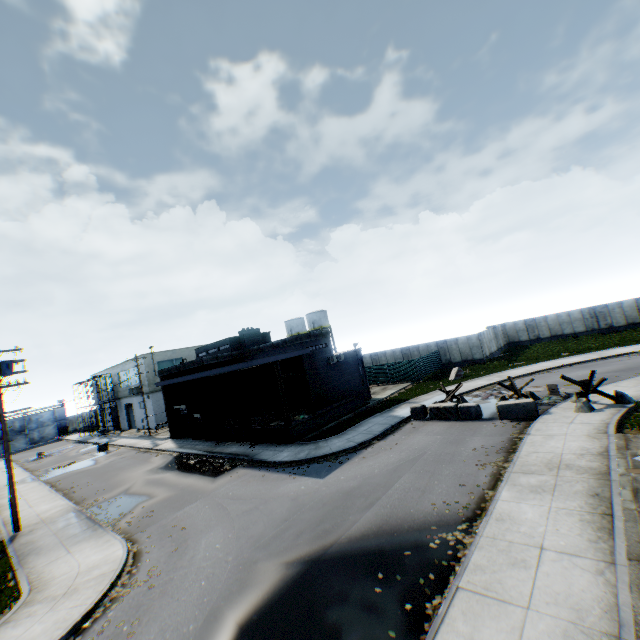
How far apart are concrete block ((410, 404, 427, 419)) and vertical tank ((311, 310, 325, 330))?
37.26m

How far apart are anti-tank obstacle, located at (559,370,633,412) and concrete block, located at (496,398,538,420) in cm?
173

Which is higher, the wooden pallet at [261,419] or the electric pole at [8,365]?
the electric pole at [8,365]

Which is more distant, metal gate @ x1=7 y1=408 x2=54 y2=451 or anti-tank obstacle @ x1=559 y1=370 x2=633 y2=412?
metal gate @ x1=7 y1=408 x2=54 y2=451

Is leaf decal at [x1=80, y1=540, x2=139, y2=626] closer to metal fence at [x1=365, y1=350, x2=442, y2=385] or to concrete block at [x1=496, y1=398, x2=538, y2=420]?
metal fence at [x1=365, y1=350, x2=442, y2=385]

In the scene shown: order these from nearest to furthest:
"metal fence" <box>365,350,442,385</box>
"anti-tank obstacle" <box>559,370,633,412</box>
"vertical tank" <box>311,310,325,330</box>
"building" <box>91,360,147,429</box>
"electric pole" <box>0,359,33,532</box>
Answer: "anti-tank obstacle" <box>559,370,633,412</box>
"electric pole" <box>0,359,33,532</box>
"metal fence" <box>365,350,442,385</box>
"building" <box>91,360,147,429</box>
"vertical tank" <box>311,310,325,330</box>

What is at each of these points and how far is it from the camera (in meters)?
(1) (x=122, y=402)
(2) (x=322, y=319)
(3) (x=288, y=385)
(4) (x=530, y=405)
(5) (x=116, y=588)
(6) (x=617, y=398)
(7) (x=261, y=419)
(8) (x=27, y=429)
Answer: (1) building, 49.12
(2) vertical tank, 59.84
(3) building, 33.00
(4) concrete block, 16.61
(5) leaf decal, 10.05
(6) anti-tank obstacle, 15.41
(7) wooden pallet, 24.09
(8) metal gate, 57.62

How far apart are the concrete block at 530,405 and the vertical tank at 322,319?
41.6m
